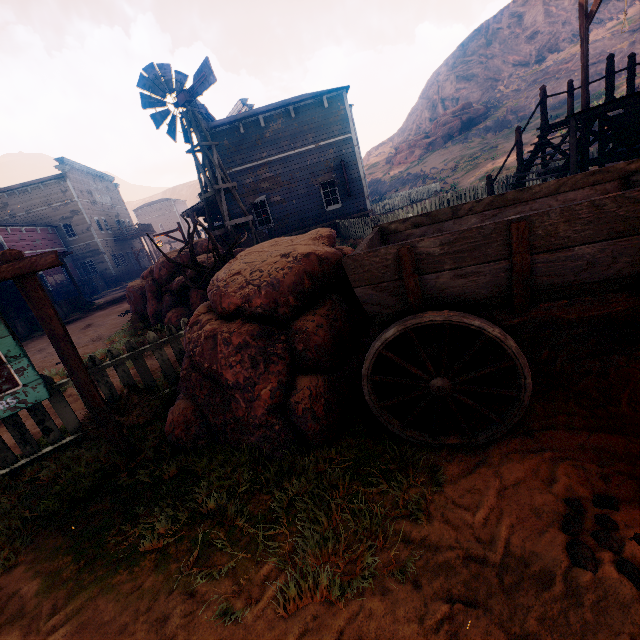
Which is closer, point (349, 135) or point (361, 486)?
point (361, 486)

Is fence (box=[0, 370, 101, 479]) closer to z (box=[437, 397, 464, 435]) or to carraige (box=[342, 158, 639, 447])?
z (box=[437, 397, 464, 435])

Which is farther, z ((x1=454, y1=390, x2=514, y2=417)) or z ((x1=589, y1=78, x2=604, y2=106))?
z ((x1=589, y1=78, x2=604, y2=106))

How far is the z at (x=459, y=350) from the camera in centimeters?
340cm

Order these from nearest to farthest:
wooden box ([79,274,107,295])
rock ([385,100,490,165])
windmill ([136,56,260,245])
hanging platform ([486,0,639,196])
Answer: hanging platform ([486,0,639,196]), windmill ([136,56,260,245]), wooden box ([79,274,107,295]), rock ([385,100,490,165])

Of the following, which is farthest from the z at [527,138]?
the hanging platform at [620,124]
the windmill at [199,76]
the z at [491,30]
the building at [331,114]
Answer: the windmill at [199,76]

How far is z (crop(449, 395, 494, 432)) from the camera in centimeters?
263cm

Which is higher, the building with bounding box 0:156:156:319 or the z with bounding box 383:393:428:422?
the building with bounding box 0:156:156:319
